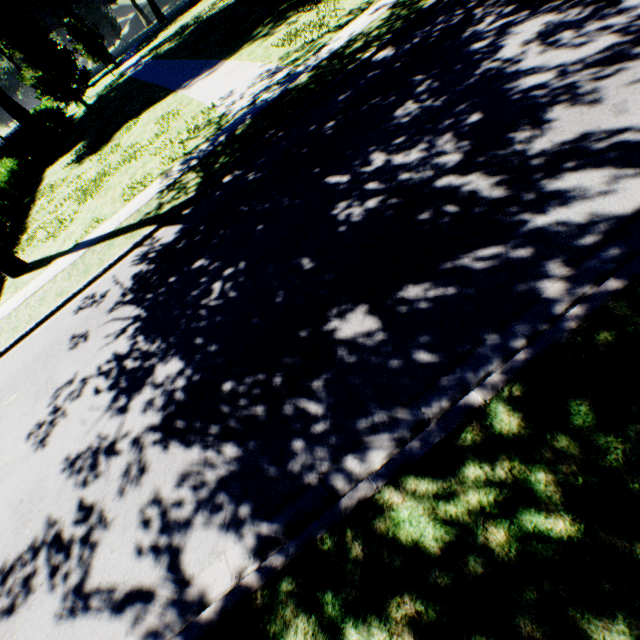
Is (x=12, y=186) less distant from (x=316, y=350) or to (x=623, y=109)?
(x=316, y=350)

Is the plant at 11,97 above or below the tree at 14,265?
above

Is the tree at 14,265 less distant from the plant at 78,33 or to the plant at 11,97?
the plant at 78,33

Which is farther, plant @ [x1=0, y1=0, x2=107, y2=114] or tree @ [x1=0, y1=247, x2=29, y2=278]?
plant @ [x1=0, y1=0, x2=107, y2=114]

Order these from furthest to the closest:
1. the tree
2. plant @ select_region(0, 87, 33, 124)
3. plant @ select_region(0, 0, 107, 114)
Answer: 1. plant @ select_region(0, 0, 107, 114)
2. plant @ select_region(0, 87, 33, 124)
3. the tree

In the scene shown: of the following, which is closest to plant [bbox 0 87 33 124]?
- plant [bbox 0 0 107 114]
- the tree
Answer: the tree
